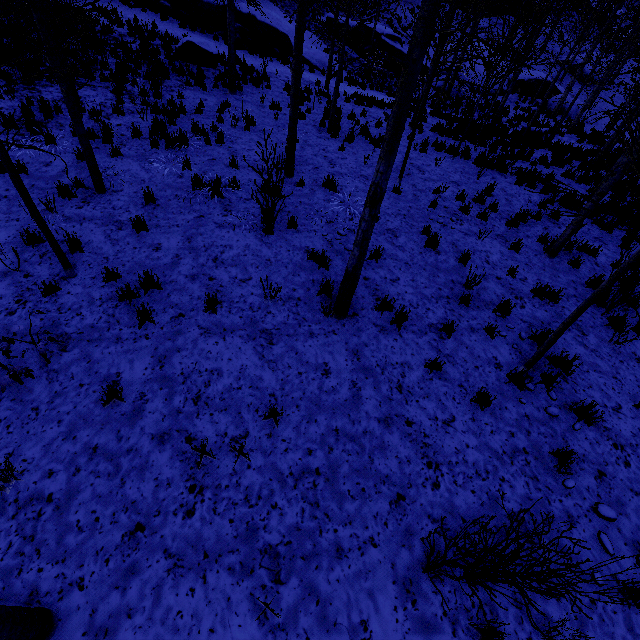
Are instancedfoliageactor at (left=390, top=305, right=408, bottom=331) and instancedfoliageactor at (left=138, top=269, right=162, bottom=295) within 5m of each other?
yes

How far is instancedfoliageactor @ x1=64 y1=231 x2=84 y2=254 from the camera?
5.8m

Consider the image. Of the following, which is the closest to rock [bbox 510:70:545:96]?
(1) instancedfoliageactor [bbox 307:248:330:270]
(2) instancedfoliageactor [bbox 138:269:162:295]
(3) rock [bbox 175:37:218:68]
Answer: (3) rock [bbox 175:37:218:68]

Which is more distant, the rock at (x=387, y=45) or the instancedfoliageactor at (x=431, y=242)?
the rock at (x=387, y=45)

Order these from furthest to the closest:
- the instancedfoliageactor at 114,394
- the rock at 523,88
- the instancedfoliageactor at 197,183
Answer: the rock at 523,88, the instancedfoliageactor at 197,183, the instancedfoliageactor at 114,394

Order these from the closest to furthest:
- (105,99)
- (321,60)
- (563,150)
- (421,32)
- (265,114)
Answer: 1. (421,32)
2. (105,99)
3. (265,114)
4. (563,150)
5. (321,60)

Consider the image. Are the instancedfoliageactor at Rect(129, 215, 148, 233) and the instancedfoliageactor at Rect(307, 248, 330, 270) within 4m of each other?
yes

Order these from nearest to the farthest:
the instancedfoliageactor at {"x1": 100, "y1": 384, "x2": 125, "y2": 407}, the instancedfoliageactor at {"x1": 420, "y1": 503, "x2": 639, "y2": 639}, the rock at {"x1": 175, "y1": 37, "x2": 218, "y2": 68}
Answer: the instancedfoliageactor at {"x1": 420, "y1": 503, "x2": 639, "y2": 639}
the instancedfoliageactor at {"x1": 100, "y1": 384, "x2": 125, "y2": 407}
the rock at {"x1": 175, "y1": 37, "x2": 218, "y2": 68}
